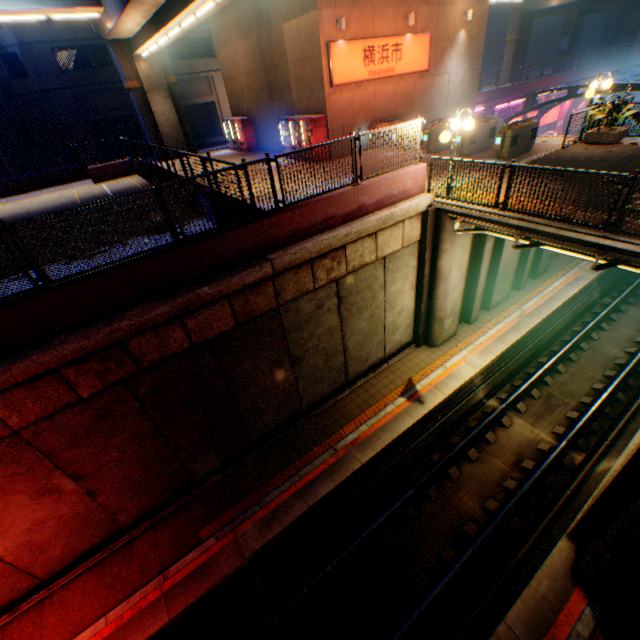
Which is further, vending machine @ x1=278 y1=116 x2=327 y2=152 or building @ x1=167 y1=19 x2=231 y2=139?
building @ x1=167 y1=19 x2=231 y2=139

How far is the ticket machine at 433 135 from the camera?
14.5m

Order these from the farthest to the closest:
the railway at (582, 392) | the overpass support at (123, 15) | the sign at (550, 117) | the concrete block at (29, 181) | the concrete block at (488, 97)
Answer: the sign at (550, 117) < the concrete block at (488, 97) < the concrete block at (29, 181) < the overpass support at (123, 15) < the railway at (582, 392)

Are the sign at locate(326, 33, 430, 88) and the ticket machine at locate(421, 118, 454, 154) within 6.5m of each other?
yes

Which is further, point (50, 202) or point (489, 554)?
point (50, 202)

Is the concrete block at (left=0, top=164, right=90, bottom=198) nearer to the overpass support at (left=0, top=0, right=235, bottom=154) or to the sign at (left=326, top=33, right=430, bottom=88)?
the overpass support at (left=0, top=0, right=235, bottom=154)

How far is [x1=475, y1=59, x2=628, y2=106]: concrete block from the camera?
28.0 meters

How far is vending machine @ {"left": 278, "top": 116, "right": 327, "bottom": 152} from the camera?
15.9m
